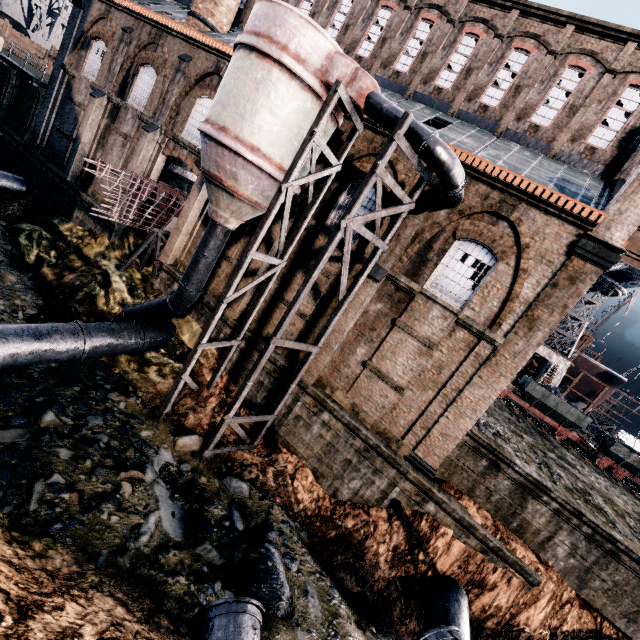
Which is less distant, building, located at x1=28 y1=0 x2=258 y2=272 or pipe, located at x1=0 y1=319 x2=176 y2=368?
pipe, located at x1=0 y1=319 x2=176 y2=368

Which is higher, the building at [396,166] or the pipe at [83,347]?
the building at [396,166]

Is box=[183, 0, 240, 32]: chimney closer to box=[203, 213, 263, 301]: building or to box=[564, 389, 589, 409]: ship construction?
box=[203, 213, 263, 301]: building

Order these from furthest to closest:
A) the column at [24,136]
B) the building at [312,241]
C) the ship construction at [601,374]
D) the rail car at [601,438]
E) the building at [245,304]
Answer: the ship construction at [601,374] → the column at [24,136] → the rail car at [601,438] → the building at [245,304] → the building at [312,241]

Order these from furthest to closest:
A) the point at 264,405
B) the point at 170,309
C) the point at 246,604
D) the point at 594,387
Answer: the point at 594,387 → the point at 264,405 → the point at 170,309 → the point at 246,604

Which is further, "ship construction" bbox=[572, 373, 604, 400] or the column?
"ship construction" bbox=[572, 373, 604, 400]

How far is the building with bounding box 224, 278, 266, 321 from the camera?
17.8m

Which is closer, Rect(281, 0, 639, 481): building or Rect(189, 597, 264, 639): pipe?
Rect(189, 597, 264, 639): pipe
